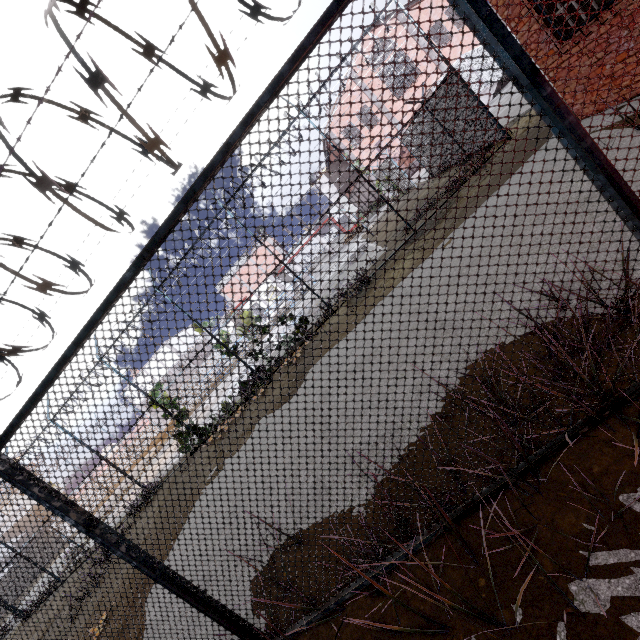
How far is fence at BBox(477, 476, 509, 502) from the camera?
2.17m

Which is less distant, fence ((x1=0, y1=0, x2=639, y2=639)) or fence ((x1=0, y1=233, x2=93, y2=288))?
fence ((x1=0, y1=0, x2=639, y2=639))

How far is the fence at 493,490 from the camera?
2.2m

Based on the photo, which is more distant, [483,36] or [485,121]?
[485,121]

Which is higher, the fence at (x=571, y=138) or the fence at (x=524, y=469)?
the fence at (x=571, y=138)

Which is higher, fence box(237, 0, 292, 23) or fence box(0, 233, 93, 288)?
fence box(0, 233, 93, 288)
